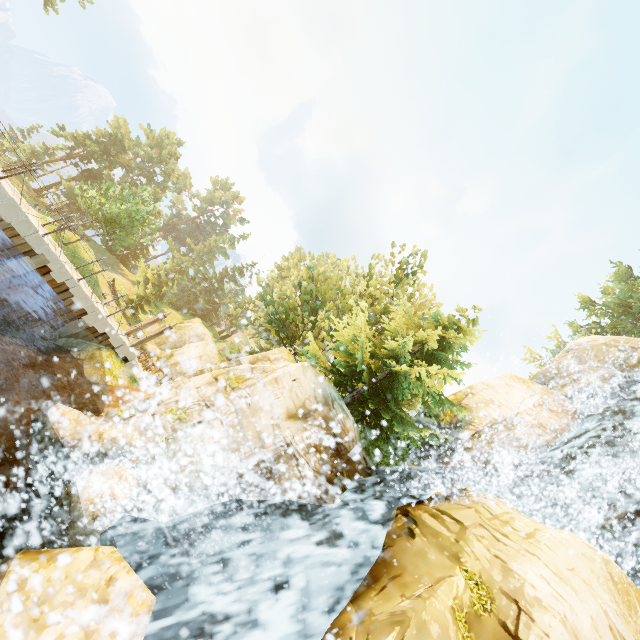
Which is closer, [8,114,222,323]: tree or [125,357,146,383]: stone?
[125,357,146,383]: stone

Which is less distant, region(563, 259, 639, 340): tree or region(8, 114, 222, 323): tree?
region(563, 259, 639, 340): tree

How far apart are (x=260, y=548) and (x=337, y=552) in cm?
216

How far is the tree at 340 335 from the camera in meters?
13.1 m

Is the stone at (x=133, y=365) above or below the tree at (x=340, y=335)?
below

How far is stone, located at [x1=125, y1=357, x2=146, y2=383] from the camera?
17.8 meters

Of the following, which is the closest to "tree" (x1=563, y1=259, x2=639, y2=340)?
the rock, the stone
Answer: the stone
